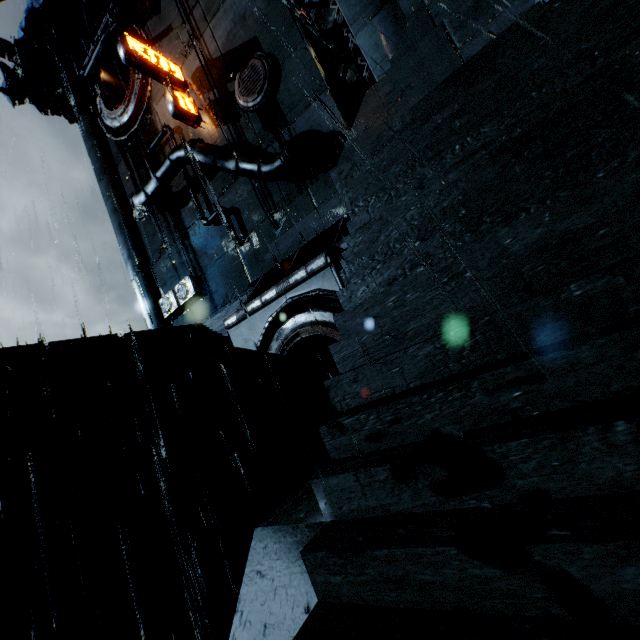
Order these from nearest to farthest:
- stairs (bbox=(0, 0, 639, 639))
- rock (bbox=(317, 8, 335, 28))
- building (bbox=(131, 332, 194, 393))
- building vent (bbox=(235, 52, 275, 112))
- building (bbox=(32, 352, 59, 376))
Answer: stairs (bbox=(0, 0, 639, 639))
building (bbox=(32, 352, 59, 376))
building (bbox=(131, 332, 194, 393))
building vent (bbox=(235, 52, 275, 112))
rock (bbox=(317, 8, 335, 28))

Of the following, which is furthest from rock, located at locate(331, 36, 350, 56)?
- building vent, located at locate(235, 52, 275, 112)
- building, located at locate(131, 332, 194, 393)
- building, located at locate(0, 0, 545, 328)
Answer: building, located at locate(131, 332, 194, 393)

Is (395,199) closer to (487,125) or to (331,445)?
(487,125)

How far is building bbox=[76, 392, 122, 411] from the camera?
11.9m

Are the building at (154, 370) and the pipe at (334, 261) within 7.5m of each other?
no

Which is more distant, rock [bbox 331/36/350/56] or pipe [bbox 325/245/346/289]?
rock [bbox 331/36/350/56]

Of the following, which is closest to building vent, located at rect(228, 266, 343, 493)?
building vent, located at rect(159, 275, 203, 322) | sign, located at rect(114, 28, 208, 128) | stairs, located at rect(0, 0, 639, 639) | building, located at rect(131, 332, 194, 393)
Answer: stairs, located at rect(0, 0, 639, 639)

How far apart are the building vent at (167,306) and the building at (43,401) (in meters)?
11.84
